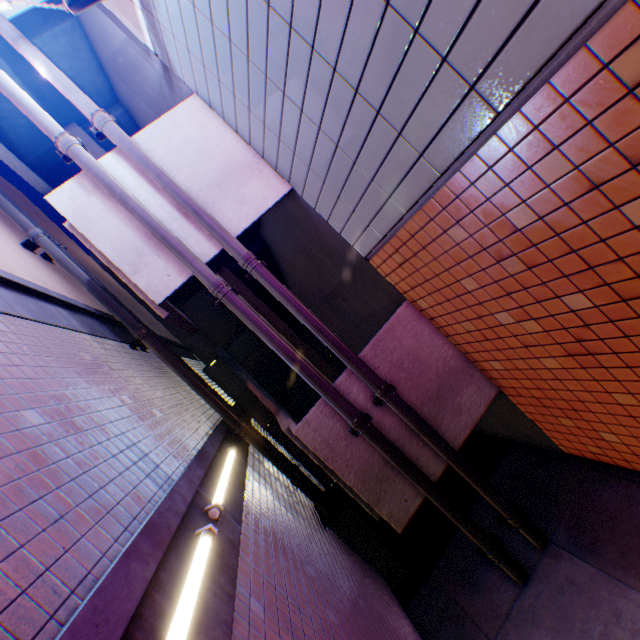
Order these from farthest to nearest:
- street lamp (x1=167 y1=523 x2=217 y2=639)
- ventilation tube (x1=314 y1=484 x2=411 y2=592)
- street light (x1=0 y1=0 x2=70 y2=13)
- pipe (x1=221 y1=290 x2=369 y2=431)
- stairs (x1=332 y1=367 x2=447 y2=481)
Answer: ventilation tube (x1=314 y1=484 x2=411 y2=592) < stairs (x1=332 y1=367 x2=447 y2=481) < pipe (x1=221 y1=290 x2=369 y2=431) < street light (x1=0 y1=0 x2=70 y2=13) < street lamp (x1=167 y1=523 x2=217 y2=639)

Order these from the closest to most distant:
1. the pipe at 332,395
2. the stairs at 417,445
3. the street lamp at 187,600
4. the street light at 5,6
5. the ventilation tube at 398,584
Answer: the street lamp at 187,600 → the street light at 5,6 → the pipe at 332,395 → the stairs at 417,445 → the ventilation tube at 398,584

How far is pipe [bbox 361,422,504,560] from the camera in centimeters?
421cm

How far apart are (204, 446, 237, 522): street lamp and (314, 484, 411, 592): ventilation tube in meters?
2.2

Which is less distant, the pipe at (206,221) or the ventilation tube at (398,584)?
the pipe at (206,221)

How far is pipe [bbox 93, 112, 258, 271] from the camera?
4.2 meters

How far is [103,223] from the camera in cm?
439
